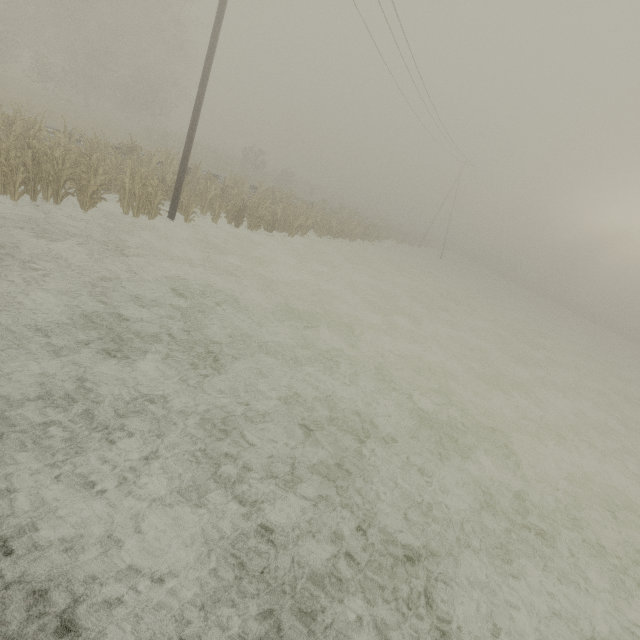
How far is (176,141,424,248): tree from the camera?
15.77m

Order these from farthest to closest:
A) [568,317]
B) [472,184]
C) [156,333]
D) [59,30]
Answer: [472,184], [568,317], [59,30], [156,333]

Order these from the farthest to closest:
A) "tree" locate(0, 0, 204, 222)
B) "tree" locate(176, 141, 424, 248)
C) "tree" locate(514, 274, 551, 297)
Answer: "tree" locate(514, 274, 551, 297) < "tree" locate(176, 141, 424, 248) < "tree" locate(0, 0, 204, 222)

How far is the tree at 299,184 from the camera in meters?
15.8 m

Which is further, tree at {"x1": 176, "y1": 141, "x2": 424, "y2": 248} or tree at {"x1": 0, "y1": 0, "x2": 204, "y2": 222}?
tree at {"x1": 176, "y1": 141, "x2": 424, "y2": 248}

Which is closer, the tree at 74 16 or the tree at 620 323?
the tree at 74 16
